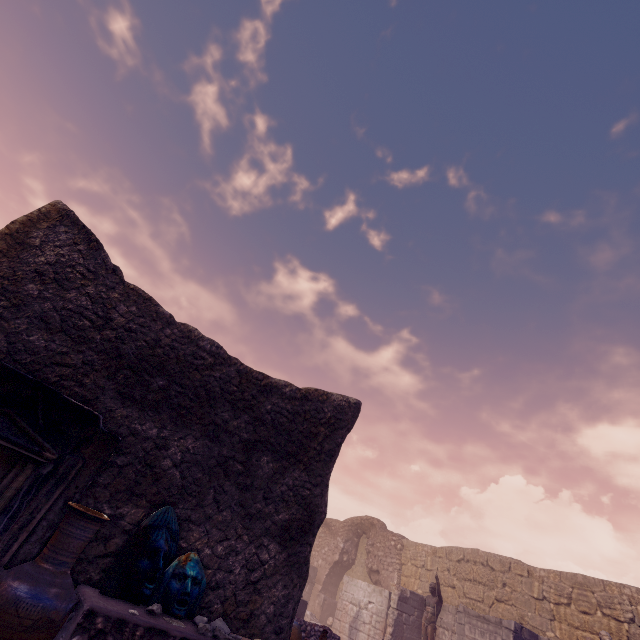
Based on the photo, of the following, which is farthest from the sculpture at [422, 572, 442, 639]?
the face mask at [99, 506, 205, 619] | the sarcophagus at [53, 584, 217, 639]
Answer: the face mask at [99, 506, 205, 619]

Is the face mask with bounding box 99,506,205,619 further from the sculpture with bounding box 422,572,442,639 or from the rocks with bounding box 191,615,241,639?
the sculpture with bounding box 422,572,442,639

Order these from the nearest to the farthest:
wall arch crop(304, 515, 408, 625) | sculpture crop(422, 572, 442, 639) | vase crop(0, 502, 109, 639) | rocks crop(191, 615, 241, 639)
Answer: vase crop(0, 502, 109, 639) < rocks crop(191, 615, 241, 639) < sculpture crop(422, 572, 442, 639) < wall arch crop(304, 515, 408, 625)

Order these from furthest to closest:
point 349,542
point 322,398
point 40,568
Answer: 1. point 349,542
2. point 322,398
3. point 40,568

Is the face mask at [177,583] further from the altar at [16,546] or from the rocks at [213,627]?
the altar at [16,546]

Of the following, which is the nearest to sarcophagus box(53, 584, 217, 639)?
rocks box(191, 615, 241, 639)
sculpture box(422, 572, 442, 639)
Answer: rocks box(191, 615, 241, 639)

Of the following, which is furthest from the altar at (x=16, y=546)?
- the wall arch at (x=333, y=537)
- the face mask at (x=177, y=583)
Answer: the wall arch at (x=333, y=537)

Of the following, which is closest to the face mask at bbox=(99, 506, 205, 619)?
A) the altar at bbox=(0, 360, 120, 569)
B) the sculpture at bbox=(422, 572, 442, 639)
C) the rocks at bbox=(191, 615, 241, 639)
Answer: the rocks at bbox=(191, 615, 241, 639)
